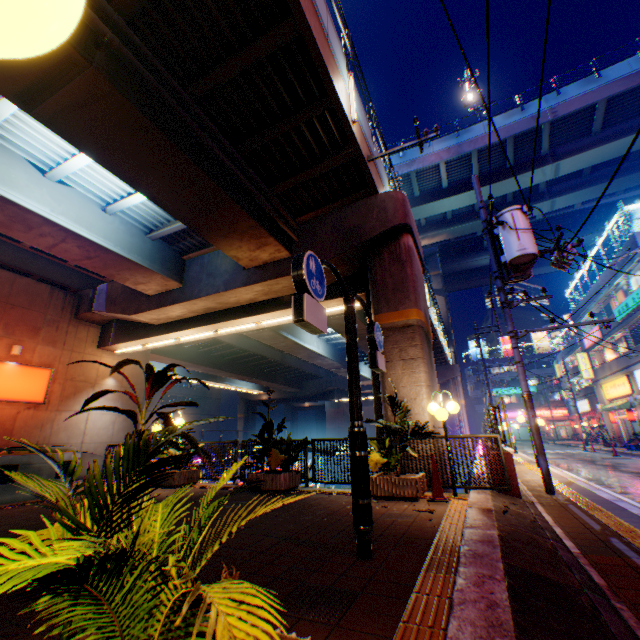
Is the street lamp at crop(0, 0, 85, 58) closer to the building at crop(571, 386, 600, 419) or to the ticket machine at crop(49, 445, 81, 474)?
the ticket machine at crop(49, 445, 81, 474)

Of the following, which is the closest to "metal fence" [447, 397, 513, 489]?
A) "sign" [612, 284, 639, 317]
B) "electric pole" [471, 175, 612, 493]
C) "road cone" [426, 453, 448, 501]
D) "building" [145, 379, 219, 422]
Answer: "electric pole" [471, 175, 612, 493]

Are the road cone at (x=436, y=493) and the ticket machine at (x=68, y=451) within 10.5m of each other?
yes

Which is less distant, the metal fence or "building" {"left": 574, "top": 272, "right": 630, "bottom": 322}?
the metal fence

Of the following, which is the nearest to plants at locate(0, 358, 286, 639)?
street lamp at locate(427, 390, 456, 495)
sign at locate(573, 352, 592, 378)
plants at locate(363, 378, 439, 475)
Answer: plants at locate(363, 378, 439, 475)

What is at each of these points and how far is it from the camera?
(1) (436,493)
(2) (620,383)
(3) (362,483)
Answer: (1) road cone, 6.4m
(2) sign, 25.3m
(3) sign, 3.8m

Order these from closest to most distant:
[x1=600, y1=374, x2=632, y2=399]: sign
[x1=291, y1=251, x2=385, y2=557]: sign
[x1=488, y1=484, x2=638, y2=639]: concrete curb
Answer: [x1=488, y1=484, x2=638, y2=639]: concrete curb → [x1=291, y1=251, x2=385, y2=557]: sign → [x1=600, y1=374, x2=632, y2=399]: sign

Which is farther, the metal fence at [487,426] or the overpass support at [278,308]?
the metal fence at [487,426]
